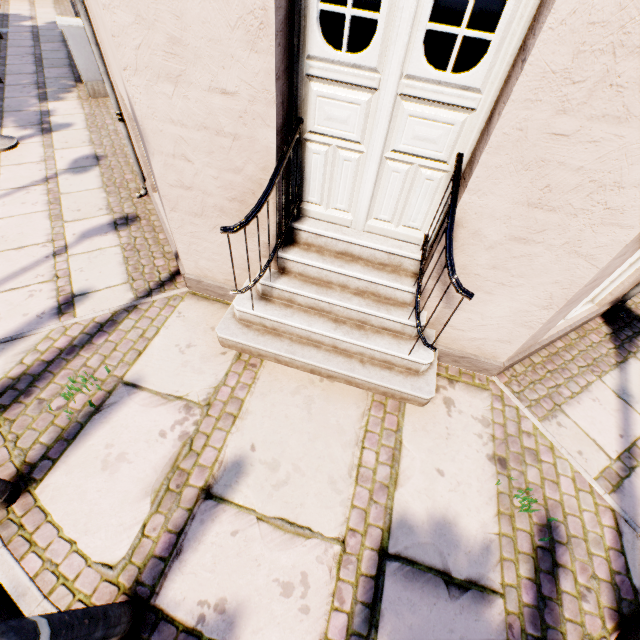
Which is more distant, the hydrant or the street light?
the hydrant

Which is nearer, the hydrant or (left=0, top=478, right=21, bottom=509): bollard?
(left=0, top=478, right=21, bottom=509): bollard

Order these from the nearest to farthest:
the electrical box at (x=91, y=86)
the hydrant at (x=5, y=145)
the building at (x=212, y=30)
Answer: the building at (x=212, y=30), the hydrant at (x=5, y=145), the electrical box at (x=91, y=86)

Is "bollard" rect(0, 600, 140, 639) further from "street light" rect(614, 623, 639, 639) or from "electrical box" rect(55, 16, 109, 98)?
"electrical box" rect(55, 16, 109, 98)

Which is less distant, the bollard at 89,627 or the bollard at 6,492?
the bollard at 89,627

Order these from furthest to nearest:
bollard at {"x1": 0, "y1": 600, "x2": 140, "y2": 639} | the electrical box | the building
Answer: the electrical box → the building → bollard at {"x1": 0, "y1": 600, "x2": 140, "y2": 639}

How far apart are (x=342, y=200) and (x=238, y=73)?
1.1 meters

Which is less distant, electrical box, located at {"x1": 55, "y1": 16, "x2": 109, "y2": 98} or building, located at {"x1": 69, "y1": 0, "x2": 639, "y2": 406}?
building, located at {"x1": 69, "y1": 0, "x2": 639, "y2": 406}
